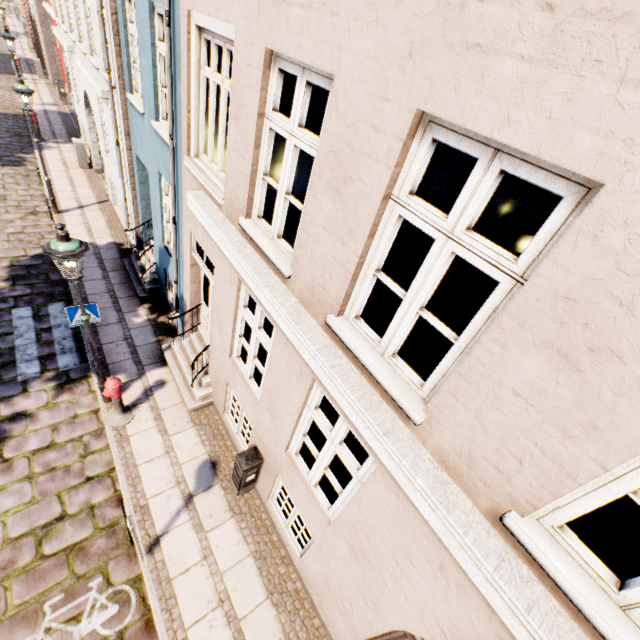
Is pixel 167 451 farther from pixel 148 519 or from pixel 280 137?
pixel 280 137

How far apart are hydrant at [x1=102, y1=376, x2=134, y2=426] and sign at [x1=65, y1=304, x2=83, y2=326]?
1.3m

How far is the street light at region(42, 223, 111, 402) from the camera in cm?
433

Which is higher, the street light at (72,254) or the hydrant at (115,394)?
the street light at (72,254)

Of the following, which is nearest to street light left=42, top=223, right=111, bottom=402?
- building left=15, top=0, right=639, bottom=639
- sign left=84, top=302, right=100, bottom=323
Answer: sign left=84, top=302, right=100, bottom=323

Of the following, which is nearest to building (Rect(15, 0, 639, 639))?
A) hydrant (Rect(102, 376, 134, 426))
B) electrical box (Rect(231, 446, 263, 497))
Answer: electrical box (Rect(231, 446, 263, 497))

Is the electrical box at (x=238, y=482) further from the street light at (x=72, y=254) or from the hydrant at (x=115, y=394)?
the street light at (x=72, y=254)

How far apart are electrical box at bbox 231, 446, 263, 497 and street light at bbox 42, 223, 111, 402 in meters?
3.1 m
